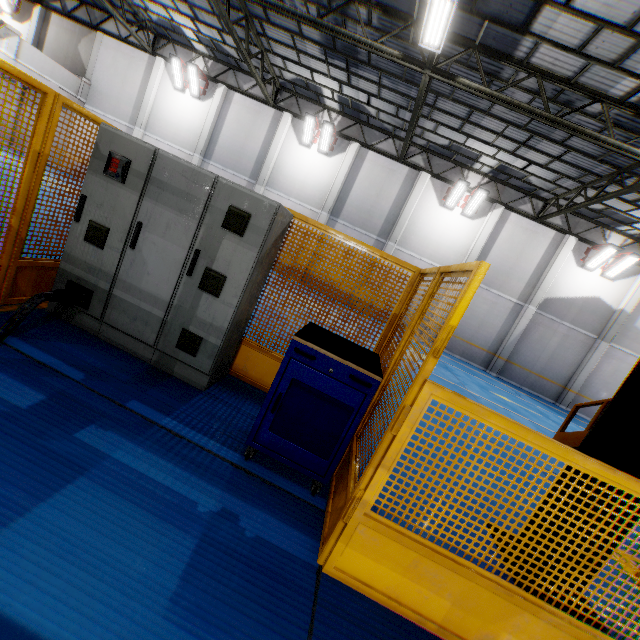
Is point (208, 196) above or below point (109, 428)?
above

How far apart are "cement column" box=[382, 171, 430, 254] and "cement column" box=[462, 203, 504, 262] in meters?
3.5

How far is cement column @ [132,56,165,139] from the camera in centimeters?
1773cm

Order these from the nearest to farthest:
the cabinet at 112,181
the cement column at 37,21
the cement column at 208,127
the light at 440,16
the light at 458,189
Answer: the cabinet at 112,181 < the light at 440,16 < the light at 458,189 < the cement column at 208,127 < the cement column at 37,21

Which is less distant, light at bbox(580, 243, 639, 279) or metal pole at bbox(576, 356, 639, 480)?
metal pole at bbox(576, 356, 639, 480)

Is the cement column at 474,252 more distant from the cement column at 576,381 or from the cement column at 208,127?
the cement column at 208,127

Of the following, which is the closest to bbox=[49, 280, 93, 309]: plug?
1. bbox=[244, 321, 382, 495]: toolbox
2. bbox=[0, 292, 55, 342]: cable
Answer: bbox=[0, 292, 55, 342]: cable

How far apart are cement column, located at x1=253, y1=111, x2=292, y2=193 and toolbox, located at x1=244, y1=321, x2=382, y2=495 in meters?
16.2
